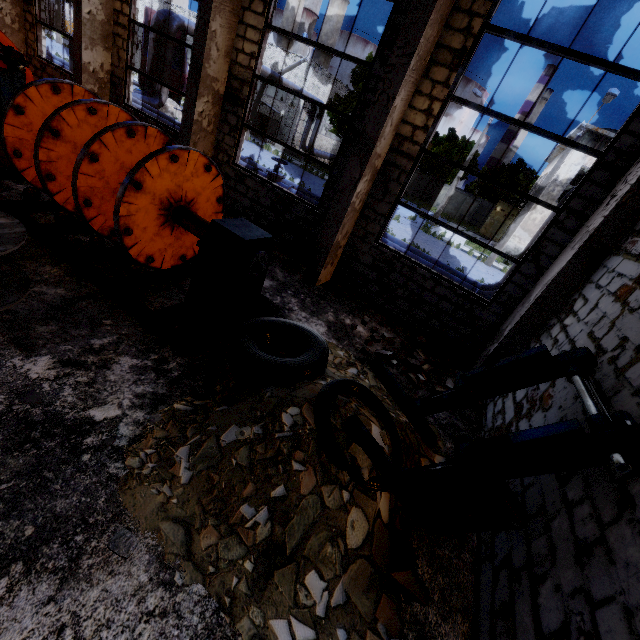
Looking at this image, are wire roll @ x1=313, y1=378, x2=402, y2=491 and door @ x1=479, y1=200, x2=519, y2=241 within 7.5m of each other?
no

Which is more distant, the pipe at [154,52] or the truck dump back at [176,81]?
the truck dump back at [176,81]

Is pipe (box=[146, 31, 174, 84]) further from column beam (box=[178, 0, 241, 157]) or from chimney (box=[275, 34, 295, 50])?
chimney (box=[275, 34, 295, 50])

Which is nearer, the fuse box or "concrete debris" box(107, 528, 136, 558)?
"concrete debris" box(107, 528, 136, 558)

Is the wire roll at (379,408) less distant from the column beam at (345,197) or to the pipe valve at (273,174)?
the column beam at (345,197)

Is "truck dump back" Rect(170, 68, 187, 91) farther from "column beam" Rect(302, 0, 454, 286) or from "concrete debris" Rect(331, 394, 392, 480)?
"concrete debris" Rect(331, 394, 392, 480)

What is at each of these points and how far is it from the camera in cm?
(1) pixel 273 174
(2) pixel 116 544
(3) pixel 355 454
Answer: (1) pipe valve, 1155
(2) concrete debris, 238
(3) concrete debris, 320

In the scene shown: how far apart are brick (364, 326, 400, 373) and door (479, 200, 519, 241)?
36.1 meters
